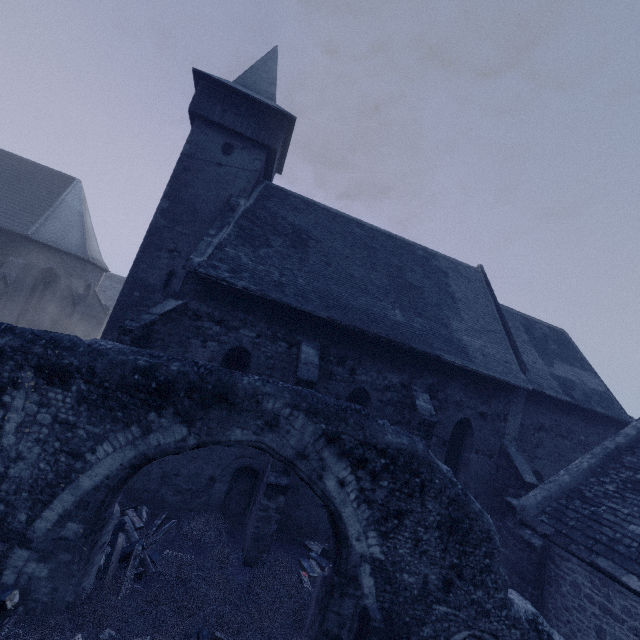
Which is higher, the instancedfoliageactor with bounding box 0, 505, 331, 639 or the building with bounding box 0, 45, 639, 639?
the building with bounding box 0, 45, 639, 639

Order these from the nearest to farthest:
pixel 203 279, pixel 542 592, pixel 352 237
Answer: pixel 542 592 < pixel 203 279 < pixel 352 237

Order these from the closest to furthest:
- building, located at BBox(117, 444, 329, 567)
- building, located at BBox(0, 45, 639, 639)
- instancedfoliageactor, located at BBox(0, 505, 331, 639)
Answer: instancedfoliageactor, located at BBox(0, 505, 331, 639) < building, located at BBox(117, 444, 329, 567) < building, located at BBox(0, 45, 639, 639)

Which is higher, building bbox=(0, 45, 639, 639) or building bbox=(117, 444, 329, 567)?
building bbox=(0, 45, 639, 639)

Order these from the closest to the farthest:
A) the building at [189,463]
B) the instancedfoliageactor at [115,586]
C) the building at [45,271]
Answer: the instancedfoliageactor at [115,586], the building at [189,463], the building at [45,271]

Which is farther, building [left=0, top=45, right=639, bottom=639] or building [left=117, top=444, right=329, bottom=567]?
building [left=0, top=45, right=639, bottom=639]

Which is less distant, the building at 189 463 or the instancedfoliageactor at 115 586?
the instancedfoliageactor at 115 586

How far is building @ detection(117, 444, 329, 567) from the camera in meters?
8.7 m
